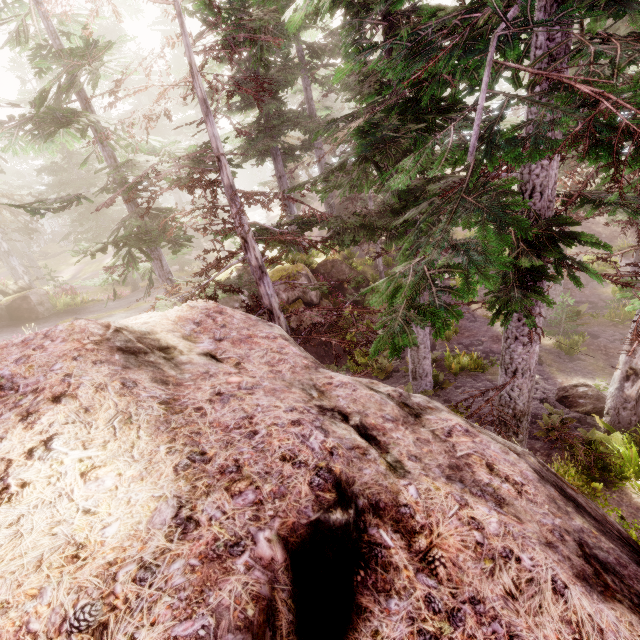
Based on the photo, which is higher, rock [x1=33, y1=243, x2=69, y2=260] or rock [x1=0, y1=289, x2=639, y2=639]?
rock [x1=0, y1=289, x2=639, y2=639]

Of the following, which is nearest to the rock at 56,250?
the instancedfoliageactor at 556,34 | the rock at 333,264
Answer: the instancedfoliageactor at 556,34

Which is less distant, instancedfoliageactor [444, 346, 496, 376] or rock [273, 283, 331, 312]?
instancedfoliageactor [444, 346, 496, 376]

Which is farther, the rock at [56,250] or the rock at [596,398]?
the rock at [56,250]

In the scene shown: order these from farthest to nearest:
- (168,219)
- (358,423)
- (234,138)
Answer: (234,138) → (168,219) → (358,423)

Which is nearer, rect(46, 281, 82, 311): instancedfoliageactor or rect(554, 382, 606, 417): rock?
rect(554, 382, 606, 417): rock

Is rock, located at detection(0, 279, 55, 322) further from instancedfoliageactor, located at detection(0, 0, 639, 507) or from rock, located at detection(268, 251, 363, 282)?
rock, located at detection(268, 251, 363, 282)

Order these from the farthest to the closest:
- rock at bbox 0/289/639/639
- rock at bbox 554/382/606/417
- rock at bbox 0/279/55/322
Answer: rock at bbox 0/279/55/322, rock at bbox 554/382/606/417, rock at bbox 0/289/639/639
